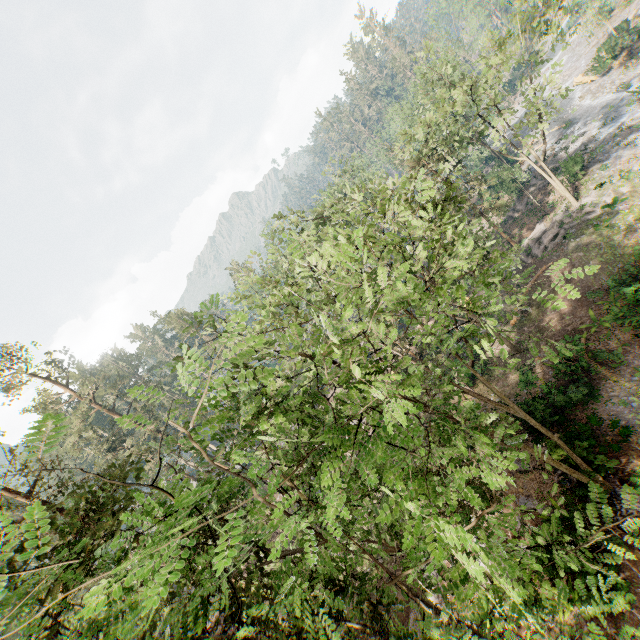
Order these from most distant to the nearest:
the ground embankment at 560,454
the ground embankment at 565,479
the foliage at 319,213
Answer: the ground embankment at 560,454, the ground embankment at 565,479, the foliage at 319,213

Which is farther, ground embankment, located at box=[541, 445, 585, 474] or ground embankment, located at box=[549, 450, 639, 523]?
ground embankment, located at box=[541, 445, 585, 474]

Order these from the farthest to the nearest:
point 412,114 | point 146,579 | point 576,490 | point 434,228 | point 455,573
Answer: point 412,114, point 434,228, point 576,490, point 455,573, point 146,579

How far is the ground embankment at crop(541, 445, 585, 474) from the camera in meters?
15.3 m

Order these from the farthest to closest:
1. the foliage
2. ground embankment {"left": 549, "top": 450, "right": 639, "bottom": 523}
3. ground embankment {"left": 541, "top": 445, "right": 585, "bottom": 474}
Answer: ground embankment {"left": 541, "top": 445, "right": 585, "bottom": 474}, ground embankment {"left": 549, "top": 450, "right": 639, "bottom": 523}, the foliage

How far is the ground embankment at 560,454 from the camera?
15.3 meters

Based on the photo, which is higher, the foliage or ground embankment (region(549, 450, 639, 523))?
the foliage
